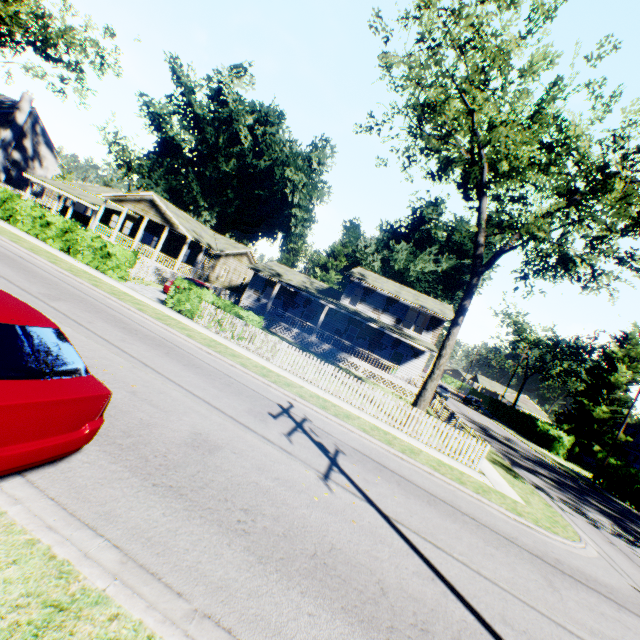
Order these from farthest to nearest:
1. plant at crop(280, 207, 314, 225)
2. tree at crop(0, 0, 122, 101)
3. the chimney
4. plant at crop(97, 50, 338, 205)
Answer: plant at crop(280, 207, 314, 225)
plant at crop(97, 50, 338, 205)
the chimney
tree at crop(0, 0, 122, 101)

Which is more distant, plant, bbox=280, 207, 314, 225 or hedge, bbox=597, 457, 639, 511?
plant, bbox=280, 207, 314, 225

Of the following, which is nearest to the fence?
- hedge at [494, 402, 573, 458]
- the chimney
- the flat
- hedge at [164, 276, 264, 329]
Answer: hedge at [164, 276, 264, 329]

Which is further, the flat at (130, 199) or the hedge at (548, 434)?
the hedge at (548, 434)

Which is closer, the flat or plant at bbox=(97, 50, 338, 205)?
the flat

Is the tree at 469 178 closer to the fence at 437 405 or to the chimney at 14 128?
the fence at 437 405

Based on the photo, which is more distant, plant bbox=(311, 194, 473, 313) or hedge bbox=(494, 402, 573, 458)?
plant bbox=(311, 194, 473, 313)

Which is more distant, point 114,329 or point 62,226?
point 62,226
